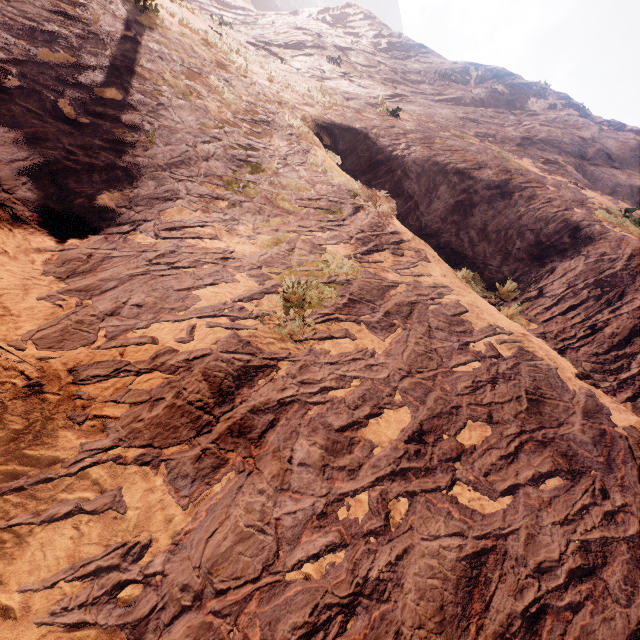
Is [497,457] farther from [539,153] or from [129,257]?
[539,153]
